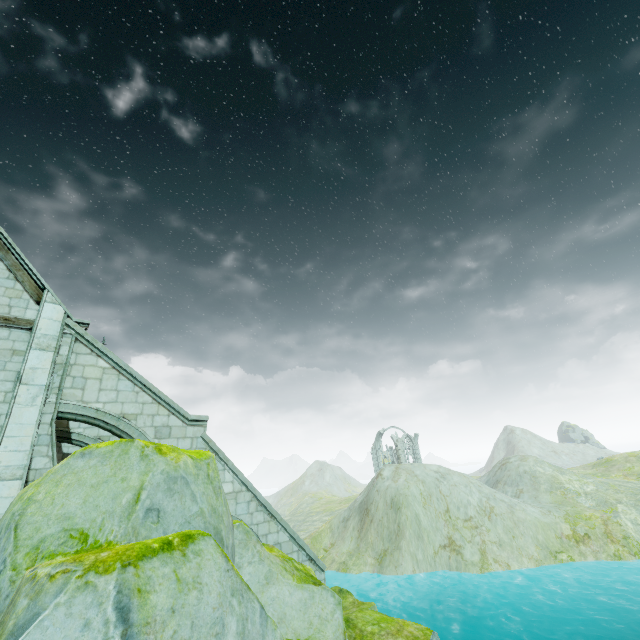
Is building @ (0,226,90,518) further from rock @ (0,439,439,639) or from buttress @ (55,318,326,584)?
rock @ (0,439,439,639)

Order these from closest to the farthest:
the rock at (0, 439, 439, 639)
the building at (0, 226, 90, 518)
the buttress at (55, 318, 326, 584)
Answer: the rock at (0, 439, 439, 639) < the building at (0, 226, 90, 518) < the buttress at (55, 318, 326, 584)

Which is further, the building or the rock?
the building

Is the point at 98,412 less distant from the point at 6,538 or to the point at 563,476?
the point at 6,538

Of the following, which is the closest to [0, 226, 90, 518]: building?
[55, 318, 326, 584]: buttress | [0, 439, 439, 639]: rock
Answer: [55, 318, 326, 584]: buttress

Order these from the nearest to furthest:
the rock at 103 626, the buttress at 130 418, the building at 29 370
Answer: the rock at 103 626 → the building at 29 370 → the buttress at 130 418

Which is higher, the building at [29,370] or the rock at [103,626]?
the building at [29,370]
